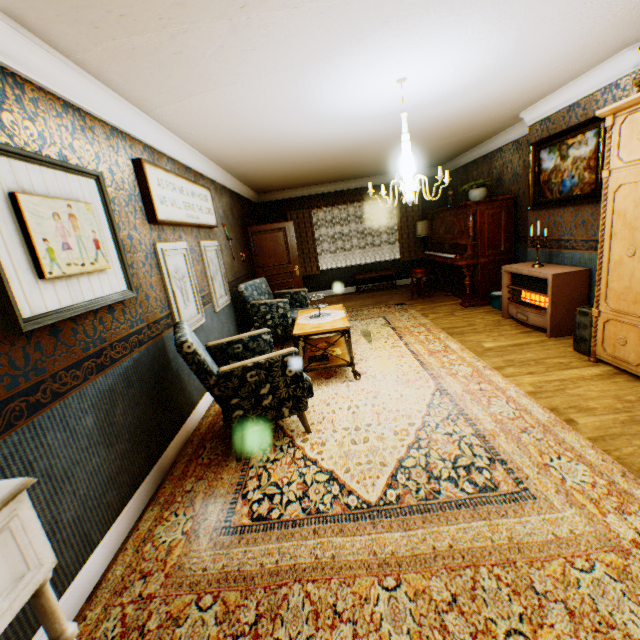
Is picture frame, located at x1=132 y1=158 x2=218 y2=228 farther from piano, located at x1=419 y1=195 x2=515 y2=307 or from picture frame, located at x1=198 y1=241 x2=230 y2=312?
piano, located at x1=419 y1=195 x2=515 y2=307

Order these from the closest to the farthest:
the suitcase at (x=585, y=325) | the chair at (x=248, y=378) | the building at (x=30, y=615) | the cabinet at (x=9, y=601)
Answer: the cabinet at (x=9, y=601) < the building at (x=30, y=615) < the chair at (x=248, y=378) < the suitcase at (x=585, y=325)

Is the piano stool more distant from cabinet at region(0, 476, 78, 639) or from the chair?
cabinet at region(0, 476, 78, 639)

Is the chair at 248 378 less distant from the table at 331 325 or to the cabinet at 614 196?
the table at 331 325

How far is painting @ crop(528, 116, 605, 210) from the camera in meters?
3.9 m

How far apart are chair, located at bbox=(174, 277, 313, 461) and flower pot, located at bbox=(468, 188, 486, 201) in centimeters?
529cm

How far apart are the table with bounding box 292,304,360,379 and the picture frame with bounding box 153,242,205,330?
1.2 meters

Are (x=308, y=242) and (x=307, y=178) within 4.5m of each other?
yes
